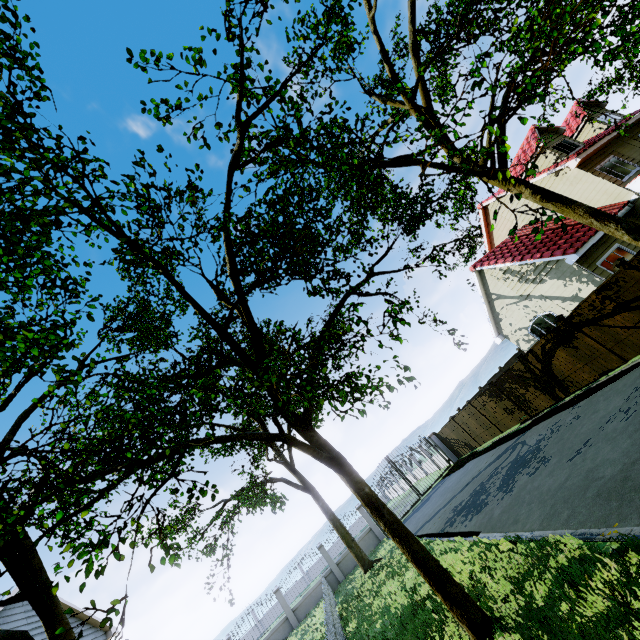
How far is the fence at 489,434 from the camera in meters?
18.3

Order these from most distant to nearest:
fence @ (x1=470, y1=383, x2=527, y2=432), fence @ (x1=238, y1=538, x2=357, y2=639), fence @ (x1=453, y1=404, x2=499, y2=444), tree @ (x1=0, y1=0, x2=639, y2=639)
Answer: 1. fence @ (x1=453, y1=404, x2=499, y2=444)
2. fence @ (x1=470, y1=383, x2=527, y2=432)
3. fence @ (x1=238, y1=538, x2=357, y2=639)
4. tree @ (x1=0, y1=0, x2=639, y2=639)

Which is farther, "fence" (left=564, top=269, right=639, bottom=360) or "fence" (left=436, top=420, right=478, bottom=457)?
"fence" (left=436, top=420, right=478, bottom=457)

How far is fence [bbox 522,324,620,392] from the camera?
11.2m

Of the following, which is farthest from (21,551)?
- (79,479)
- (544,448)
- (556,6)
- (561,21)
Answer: (561,21)

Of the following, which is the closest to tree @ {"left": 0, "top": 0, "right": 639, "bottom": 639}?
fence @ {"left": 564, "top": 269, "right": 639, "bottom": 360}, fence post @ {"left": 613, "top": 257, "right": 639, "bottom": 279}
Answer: fence @ {"left": 564, "top": 269, "right": 639, "bottom": 360}
